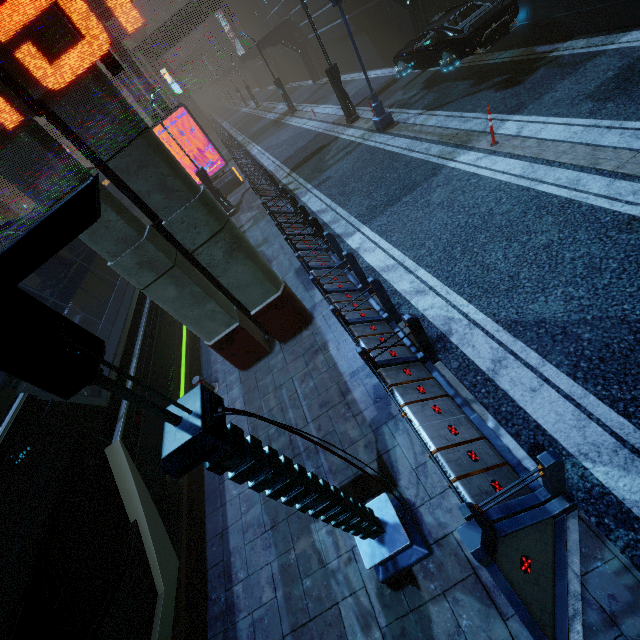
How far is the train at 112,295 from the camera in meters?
6.7 m

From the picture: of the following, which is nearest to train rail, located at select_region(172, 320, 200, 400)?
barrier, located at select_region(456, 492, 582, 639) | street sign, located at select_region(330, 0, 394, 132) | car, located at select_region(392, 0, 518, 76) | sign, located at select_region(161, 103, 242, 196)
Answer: sign, located at select_region(161, 103, 242, 196)

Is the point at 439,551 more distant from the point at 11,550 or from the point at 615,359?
the point at 11,550

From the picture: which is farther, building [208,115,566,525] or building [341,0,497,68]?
building [341,0,497,68]

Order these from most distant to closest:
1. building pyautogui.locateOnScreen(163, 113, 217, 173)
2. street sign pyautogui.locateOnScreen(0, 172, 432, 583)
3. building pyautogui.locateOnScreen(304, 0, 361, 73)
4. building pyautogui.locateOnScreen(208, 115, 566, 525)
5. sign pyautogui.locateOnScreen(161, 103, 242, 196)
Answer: building pyautogui.locateOnScreen(163, 113, 217, 173), building pyautogui.locateOnScreen(304, 0, 361, 73), sign pyautogui.locateOnScreen(161, 103, 242, 196), building pyautogui.locateOnScreen(208, 115, 566, 525), street sign pyautogui.locateOnScreen(0, 172, 432, 583)

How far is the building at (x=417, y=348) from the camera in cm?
326

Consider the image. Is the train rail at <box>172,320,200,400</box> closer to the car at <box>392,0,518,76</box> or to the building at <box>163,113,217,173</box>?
the building at <box>163,113,217,173</box>

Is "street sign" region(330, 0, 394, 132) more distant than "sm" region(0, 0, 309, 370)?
Yes
